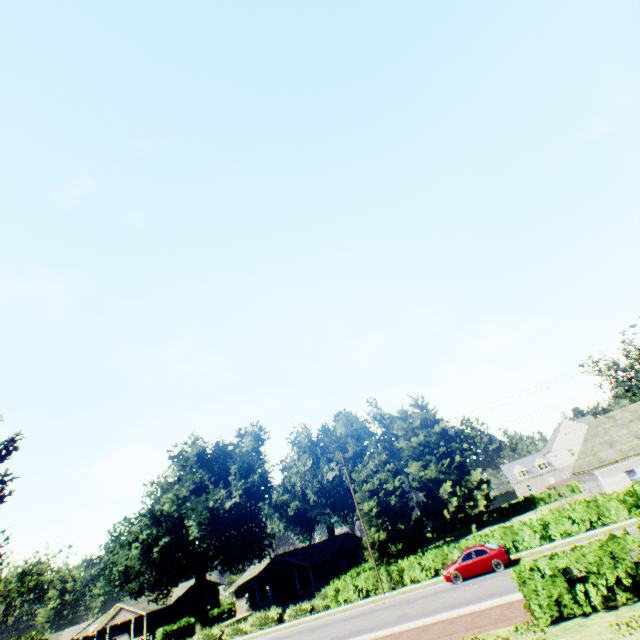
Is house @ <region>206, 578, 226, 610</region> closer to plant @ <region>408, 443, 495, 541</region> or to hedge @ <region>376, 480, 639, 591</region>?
plant @ <region>408, 443, 495, 541</region>

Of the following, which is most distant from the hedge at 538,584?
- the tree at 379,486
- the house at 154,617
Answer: the house at 154,617

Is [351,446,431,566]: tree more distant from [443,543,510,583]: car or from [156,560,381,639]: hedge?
[443,543,510,583]: car

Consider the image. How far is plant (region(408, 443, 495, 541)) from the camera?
53.3 meters

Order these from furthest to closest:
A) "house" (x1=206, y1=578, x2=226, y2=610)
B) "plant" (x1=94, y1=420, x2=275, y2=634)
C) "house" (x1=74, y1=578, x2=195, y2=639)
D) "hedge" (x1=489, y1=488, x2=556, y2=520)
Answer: "hedge" (x1=489, y1=488, x2=556, y2=520) → "house" (x1=206, y1=578, x2=226, y2=610) → "house" (x1=74, y1=578, x2=195, y2=639) → "plant" (x1=94, y1=420, x2=275, y2=634)

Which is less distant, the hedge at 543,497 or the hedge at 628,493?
the hedge at 628,493

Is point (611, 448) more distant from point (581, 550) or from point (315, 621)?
point (315, 621)
